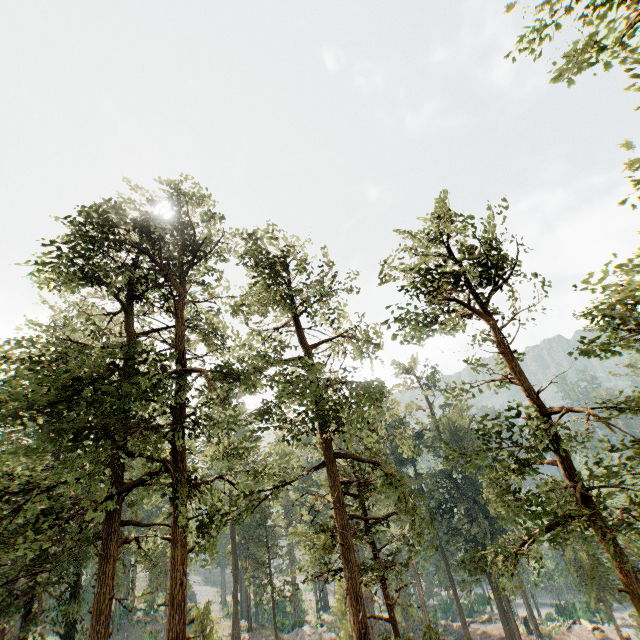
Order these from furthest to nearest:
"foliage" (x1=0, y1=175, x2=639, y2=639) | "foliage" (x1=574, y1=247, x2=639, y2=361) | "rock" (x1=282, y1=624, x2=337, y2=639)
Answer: "rock" (x1=282, y1=624, x2=337, y2=639)
"foliage" (x1=0, y1=175, x2=639, y2=639)
"foliage" (x1=574, y1=247, x2=639, y2=361)

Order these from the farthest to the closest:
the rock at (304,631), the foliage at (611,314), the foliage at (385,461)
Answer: the rock at (304,631) → the foliage at (385,461) → the foliage at (611,314)

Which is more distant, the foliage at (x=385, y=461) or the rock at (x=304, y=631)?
the rock at (x=304, y=631)

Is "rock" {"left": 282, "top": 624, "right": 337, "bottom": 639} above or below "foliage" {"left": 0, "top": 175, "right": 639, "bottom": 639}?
below

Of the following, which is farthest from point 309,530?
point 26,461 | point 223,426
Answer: point 26,461

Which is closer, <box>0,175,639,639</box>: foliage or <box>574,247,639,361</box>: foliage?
<box>574,247,639,361</box>: foliage

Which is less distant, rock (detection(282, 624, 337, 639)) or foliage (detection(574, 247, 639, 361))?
foliage (detection(574, 247, 639, 361))
